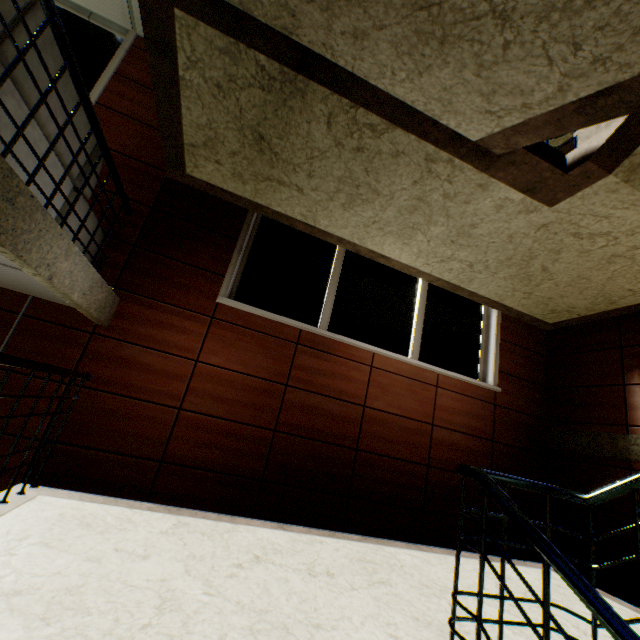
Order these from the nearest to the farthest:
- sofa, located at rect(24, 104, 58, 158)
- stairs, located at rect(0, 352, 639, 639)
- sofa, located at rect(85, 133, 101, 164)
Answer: stairs, located at rect(0, 352, 639, 639)
sofa, located at rect(24, 104, 58, 158)
sofa, located at rect(85, 133, 101, 164)

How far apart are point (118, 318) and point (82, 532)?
1.9 meters

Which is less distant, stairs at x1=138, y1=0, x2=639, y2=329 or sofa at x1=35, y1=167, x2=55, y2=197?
stairs at x1=138, y1=0, x2=639, y2=329

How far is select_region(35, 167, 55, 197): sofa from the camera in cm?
211

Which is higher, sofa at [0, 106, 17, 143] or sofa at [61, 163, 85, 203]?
sofa at [61, 163, 85, 203]

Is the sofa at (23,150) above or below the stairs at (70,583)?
above

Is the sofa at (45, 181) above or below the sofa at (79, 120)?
below
